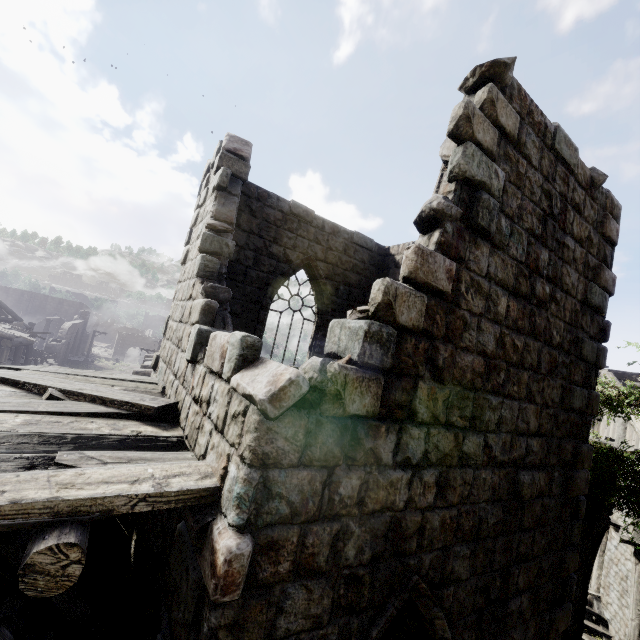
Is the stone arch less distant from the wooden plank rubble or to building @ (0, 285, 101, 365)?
building @ (0, 285, 101, 365)

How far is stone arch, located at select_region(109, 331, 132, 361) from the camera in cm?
5853

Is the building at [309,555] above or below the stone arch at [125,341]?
above

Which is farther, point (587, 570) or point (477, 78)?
point (587, 570)

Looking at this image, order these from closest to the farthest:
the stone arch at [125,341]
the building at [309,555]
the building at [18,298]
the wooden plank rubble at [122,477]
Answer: the wooden plank rubble at [122,477] → the building at [309,555] → the building at [18,298] → the stone arch at [125,341]

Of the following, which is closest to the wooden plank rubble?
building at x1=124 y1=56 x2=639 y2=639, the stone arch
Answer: building at x1=124 y1=56 x2=639 y2=639

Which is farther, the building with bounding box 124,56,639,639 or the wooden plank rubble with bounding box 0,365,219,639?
the building with bounding box 124,56,639,639

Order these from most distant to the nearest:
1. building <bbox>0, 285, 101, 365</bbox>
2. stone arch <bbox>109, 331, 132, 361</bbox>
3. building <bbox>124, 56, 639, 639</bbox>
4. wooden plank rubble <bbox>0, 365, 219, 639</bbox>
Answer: stone arch <bbox>109, 331, 132, 361</bbox> → building <bbox>0, 285, 101, 365</bbox> → building <bbox>124, 56, 639, 639</bbox> → wooden plank rubble <bbox>0, 365, 219, 639</bbox>
